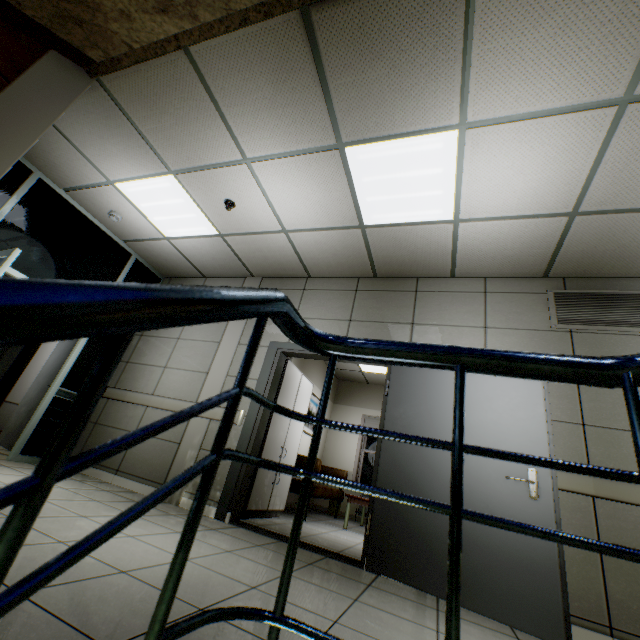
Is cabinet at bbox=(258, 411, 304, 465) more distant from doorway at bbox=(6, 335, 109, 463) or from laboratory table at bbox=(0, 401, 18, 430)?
laboratory table at bbox=(0, 401, 18, 430)

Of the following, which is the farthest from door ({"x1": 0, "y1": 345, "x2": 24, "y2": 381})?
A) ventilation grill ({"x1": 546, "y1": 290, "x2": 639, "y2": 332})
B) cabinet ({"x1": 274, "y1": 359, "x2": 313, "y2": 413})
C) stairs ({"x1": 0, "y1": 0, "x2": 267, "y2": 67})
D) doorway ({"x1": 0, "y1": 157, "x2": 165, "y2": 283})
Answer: ventilation grill ({"x1": 546, "y1": 290, "x2": 639, "y2": 332})

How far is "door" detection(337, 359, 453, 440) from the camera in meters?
3.1

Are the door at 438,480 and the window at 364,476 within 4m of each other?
no

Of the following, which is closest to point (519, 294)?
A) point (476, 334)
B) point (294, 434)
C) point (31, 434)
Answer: point (476, 334)

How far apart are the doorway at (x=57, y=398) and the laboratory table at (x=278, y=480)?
2.7m

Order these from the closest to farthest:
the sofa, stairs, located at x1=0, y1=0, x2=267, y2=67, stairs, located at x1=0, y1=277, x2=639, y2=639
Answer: stairs, located at x1=0, y1=277, x2=639, y2=639
stairs, located at x1=0, y1=0, x2=267, y2=67
the sofa
